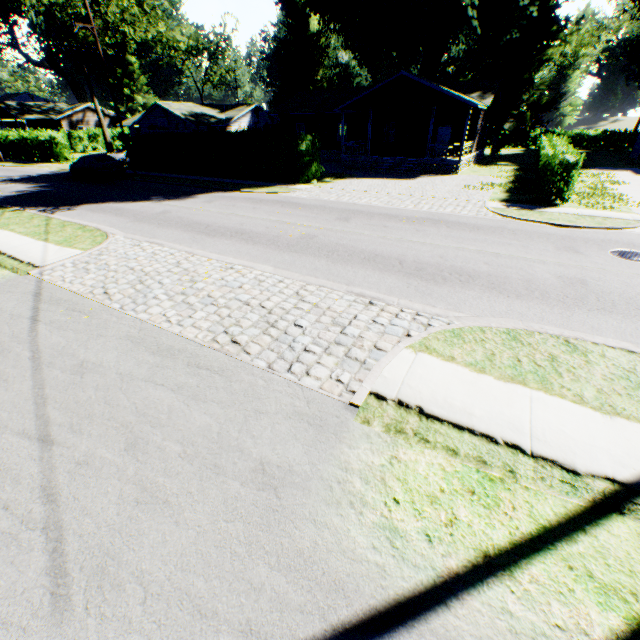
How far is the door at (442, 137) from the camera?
28.0m

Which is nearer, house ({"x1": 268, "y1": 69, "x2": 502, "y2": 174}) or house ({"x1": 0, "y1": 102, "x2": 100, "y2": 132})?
house ({"x1": 268, "y1": 69, "x2": 502, "y2": 174})

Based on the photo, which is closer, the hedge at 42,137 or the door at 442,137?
the door at 442,137

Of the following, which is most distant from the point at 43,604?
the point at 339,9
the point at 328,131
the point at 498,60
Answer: the point at 498,60

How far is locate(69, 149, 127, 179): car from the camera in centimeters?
2389cm

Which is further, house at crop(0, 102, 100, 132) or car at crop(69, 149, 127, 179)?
house at crop(0, 102, 100, 132)

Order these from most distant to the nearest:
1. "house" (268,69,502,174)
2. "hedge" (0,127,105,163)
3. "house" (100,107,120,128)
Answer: "house" (100,107,120,128) → "hedge" (0,127,105,163) → "house" (268,69,502,174)

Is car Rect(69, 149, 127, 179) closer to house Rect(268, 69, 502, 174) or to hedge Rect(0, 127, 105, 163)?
hedge Rect(0, 127, 105, 163)
